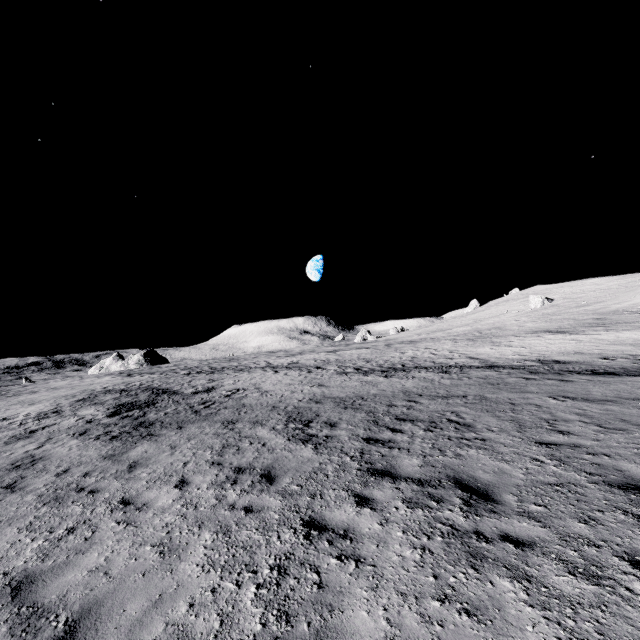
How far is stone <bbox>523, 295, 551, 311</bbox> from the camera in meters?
54.6

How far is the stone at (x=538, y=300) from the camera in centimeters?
5462cm

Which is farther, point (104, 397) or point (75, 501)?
point (104, 397)
